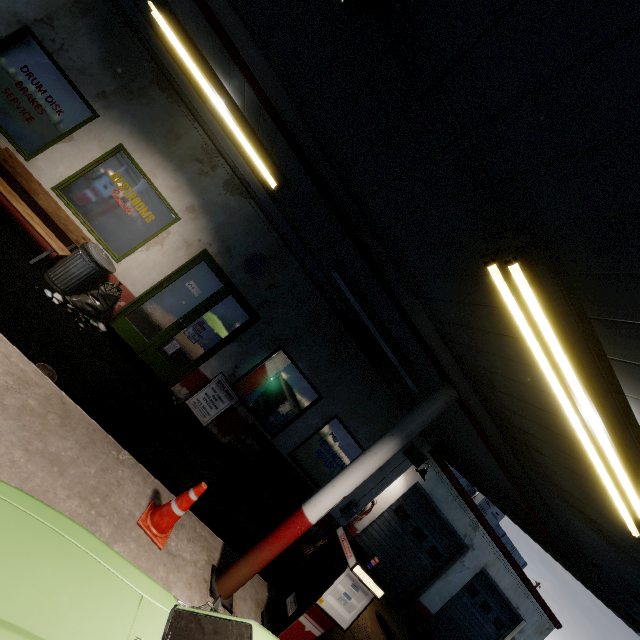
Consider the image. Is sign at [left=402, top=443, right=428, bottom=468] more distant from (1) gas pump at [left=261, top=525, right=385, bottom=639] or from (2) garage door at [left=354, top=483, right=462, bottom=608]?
(1) gas pump at [left=261, top=525, right=385, bottom=639]

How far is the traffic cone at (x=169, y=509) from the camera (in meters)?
3.58

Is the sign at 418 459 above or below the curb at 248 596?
above

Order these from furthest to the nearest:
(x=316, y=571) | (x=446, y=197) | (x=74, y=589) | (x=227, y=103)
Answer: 1. (x=227, y=103)
2. (x=316, y=571)
3. (x=446, y=197)
4. (x=74, y=589)

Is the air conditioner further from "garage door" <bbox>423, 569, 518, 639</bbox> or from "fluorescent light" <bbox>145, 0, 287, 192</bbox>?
"fluorescent light" <bbox>145, 0, 287, 192</bbox>

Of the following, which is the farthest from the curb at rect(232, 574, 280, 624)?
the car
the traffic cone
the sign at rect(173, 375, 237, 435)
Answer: the sign at rect(173, 375, 237, 435)

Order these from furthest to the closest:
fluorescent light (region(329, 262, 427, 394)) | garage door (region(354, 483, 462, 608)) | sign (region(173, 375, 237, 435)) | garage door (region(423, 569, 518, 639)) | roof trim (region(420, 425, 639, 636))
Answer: garage door (region(423, 569, 518, 639))
garage door (region(354, 483, 462, 608))
sign (region(173, 375, 237, 435))
fluorescent light (region(329, 262, 427, 394))
roof trim (region(420, 425, 639, 636))

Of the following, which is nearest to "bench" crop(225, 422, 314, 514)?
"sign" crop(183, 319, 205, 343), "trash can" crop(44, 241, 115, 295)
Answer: "sign" crop(183, 319, 205, 343)
